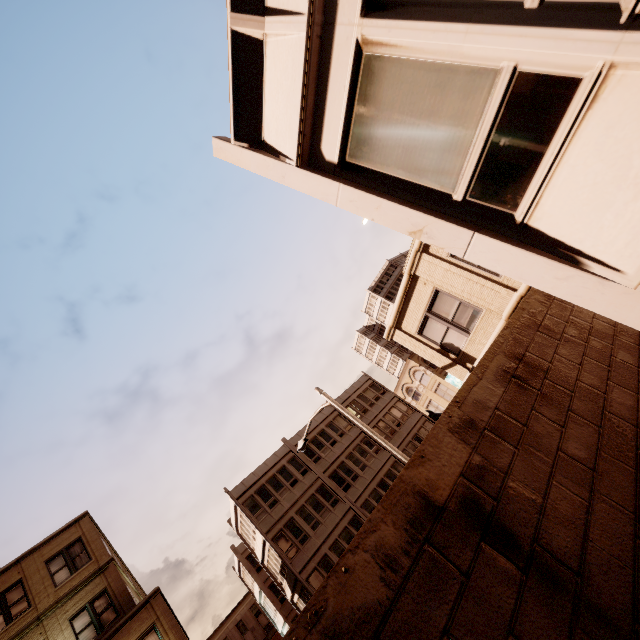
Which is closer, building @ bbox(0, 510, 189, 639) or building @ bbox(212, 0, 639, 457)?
building @ bbox(212, 0, 639, 457)

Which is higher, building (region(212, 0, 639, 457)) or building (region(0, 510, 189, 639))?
building (region(0, 510, 189, 639))

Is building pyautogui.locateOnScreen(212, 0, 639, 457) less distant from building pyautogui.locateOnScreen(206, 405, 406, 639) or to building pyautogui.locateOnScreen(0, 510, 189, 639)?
building pyautogui.locateOnScreen(0, 510, 189, 639)

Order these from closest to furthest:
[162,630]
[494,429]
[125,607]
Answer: [494,429] → [162,630] → [125,607]

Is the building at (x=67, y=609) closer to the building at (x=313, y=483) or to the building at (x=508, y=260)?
the building at (x=313, y=483)

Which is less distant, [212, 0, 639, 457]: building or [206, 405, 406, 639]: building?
[212, 0, 639, 457]: building

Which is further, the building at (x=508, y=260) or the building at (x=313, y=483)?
the building at (x=313, y=483)
